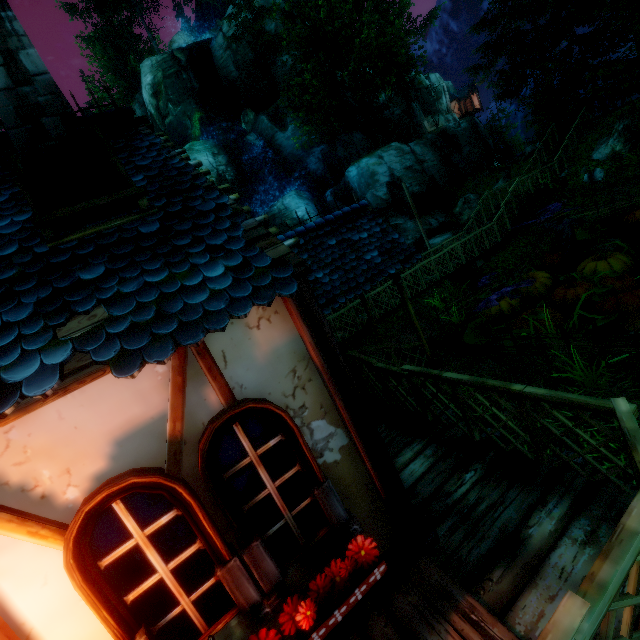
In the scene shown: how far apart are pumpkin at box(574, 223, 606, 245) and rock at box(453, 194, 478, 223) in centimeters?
1397cm

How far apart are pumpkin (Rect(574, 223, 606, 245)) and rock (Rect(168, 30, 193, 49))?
38.5 meters

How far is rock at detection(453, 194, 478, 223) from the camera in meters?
25.6

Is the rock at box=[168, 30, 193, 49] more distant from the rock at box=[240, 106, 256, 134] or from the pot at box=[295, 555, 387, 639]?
the pot at box=[295, 555, 387, 639]

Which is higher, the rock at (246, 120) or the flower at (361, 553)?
the rock at (246, 120)

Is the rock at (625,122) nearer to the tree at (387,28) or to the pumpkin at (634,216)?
the pumpkin at (634,216)

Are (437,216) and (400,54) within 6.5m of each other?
no

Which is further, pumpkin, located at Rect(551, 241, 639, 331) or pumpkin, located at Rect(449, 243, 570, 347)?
pumpkin, located at Rect(449, 243, 570, 347)
